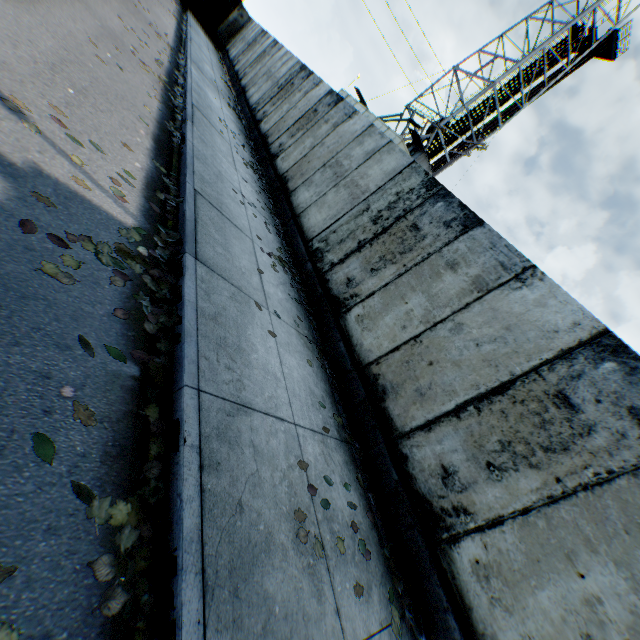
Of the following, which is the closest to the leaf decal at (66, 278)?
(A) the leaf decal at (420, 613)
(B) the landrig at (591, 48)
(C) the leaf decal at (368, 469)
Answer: (A) the leaf decal at (420, 613)

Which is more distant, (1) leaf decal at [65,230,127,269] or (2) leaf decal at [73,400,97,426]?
(1) leaf decal at [65,230,127,269]

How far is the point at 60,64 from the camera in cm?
415

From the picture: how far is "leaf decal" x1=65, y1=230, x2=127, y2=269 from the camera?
2.7 meters

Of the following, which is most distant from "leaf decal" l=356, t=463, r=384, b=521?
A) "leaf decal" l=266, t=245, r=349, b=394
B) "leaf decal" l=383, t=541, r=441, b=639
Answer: "leaf decal" l=266, t=245, r=349, b=394

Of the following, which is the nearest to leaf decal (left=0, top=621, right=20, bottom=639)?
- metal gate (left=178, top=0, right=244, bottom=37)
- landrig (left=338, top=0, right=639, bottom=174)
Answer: landrig (left=338, top=0, right=639, bottom=174)

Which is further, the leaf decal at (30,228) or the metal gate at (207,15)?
the metal gate at (207,15)

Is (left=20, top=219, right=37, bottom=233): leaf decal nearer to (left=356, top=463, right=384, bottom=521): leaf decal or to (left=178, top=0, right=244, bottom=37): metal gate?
(left=356, top=463, right=384, bottom=521): leaf decal
